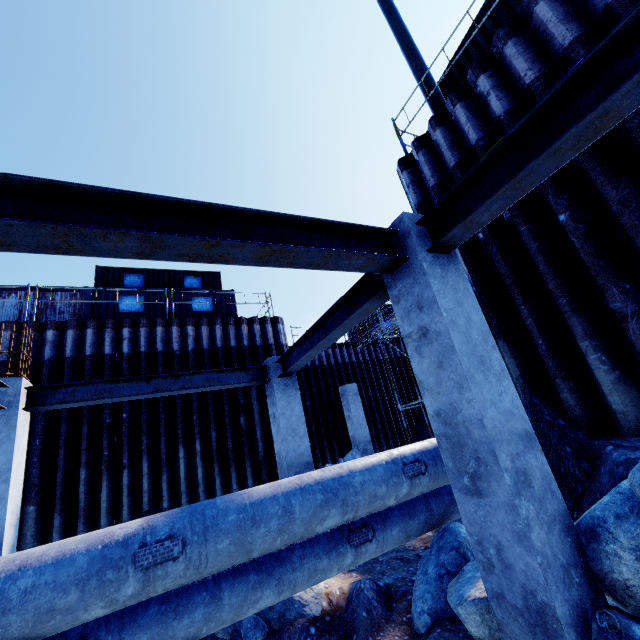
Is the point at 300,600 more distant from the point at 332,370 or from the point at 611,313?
the point at 332,370

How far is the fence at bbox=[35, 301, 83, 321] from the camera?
12.1 meters

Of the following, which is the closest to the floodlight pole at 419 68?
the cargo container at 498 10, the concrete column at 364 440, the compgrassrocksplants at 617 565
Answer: the cargo container at 498 10

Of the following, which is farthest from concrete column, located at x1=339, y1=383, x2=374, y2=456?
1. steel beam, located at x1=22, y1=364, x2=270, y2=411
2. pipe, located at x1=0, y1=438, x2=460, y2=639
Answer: pipe, located at x1=0, y1=438, x2=460, y2=639

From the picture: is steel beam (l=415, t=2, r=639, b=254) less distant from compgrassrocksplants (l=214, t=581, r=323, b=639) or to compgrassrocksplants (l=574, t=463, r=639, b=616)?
compgrassrocksplants (l=574, t=463, r=639, b=616)

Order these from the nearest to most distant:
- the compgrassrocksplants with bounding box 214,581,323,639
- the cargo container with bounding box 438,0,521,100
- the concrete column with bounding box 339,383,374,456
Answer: the compgrassrocksplants with bounding box 214,581,323,639
the cargo container with bounding box 438,0,521,100
the concrete column with bounding box 339,383,374,456

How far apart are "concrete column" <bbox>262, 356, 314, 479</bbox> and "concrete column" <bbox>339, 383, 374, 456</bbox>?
6.2m

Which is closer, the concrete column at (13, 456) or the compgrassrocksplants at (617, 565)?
the compgrassrocksplants at (617, 565)
